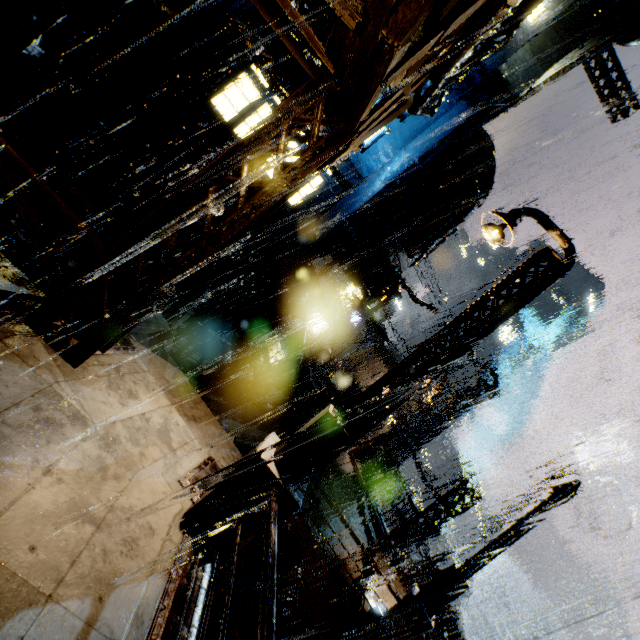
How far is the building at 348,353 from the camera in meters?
51.1 m

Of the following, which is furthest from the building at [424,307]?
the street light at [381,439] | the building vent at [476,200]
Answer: the street light at [381,439]

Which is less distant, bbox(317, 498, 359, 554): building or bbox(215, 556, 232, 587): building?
bbox(215, 556, 232, 587): building

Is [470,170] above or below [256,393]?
above

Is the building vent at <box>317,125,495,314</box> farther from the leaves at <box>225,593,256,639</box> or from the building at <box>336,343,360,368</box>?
the leaves at <box>225,593,256,639</box>

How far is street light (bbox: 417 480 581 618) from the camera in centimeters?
926cm

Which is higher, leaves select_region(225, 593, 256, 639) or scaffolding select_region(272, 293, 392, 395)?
scaffolding select_region(272, 293, 392, 395)
